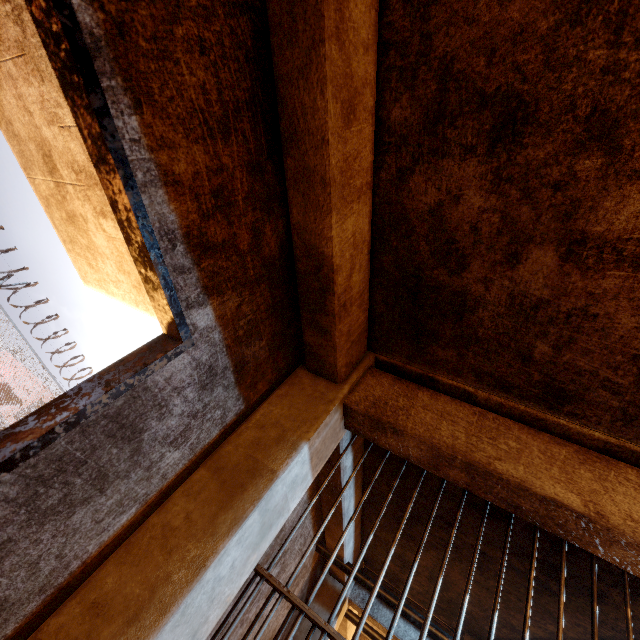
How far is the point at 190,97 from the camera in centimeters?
87cm

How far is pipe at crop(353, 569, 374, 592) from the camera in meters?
2.7

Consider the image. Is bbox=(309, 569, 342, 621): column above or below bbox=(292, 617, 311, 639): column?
above

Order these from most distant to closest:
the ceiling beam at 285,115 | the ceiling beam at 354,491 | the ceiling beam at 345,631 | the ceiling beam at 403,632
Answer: the ceiling beam at 345,631, the ceiling beam at 403,632, the ceiling beam at 354,491, the ceiling beam at 285,115

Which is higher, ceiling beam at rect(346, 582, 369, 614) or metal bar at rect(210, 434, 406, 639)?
ceiling beam at rect(346, 582, 369, 614)

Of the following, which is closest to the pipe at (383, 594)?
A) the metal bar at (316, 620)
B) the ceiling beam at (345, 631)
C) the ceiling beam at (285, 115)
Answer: the ceiling beam at (285, 115)

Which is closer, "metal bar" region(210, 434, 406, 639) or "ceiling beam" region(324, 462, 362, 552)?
"metal bar" region(210, 434, 406, 639)
